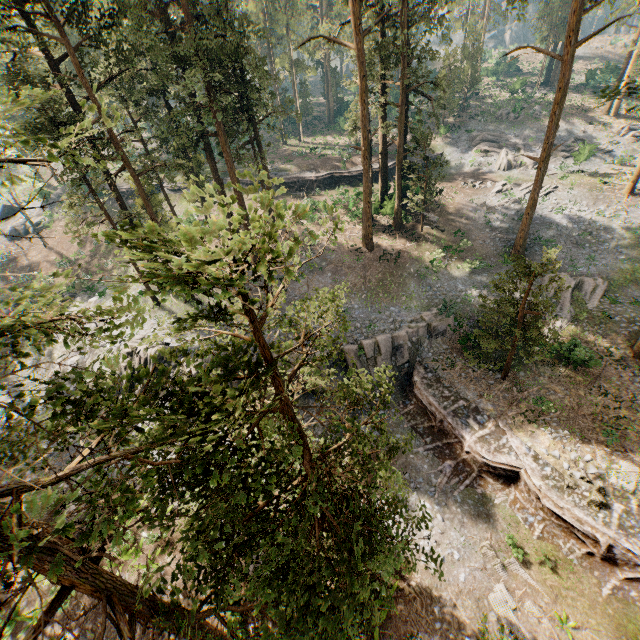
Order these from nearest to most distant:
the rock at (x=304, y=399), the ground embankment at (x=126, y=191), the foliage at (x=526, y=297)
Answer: the foliage at (x=526, y=297)
the rock at (x=304, y=399)
the ground embankment at (x=126, y=191)

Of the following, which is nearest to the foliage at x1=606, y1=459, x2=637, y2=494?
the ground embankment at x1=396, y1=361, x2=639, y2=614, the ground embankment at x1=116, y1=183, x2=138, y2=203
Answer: the ground embankment at x1=396, y1=361, x2=639, y2=614

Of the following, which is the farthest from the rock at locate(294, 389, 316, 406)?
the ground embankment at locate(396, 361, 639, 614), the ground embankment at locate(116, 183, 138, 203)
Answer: the ground embankment at locate(116, 183, 138, 203)

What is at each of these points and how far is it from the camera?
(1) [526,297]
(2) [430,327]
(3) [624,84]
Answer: (1) foliage, 17.9m
(2) rock, 24.5m
(3) foliage, 17.4m

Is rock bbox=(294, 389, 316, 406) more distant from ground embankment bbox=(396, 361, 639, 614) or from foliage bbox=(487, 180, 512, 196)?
foliage bbox=(487, 180, 512, 196)

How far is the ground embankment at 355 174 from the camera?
41.8m
